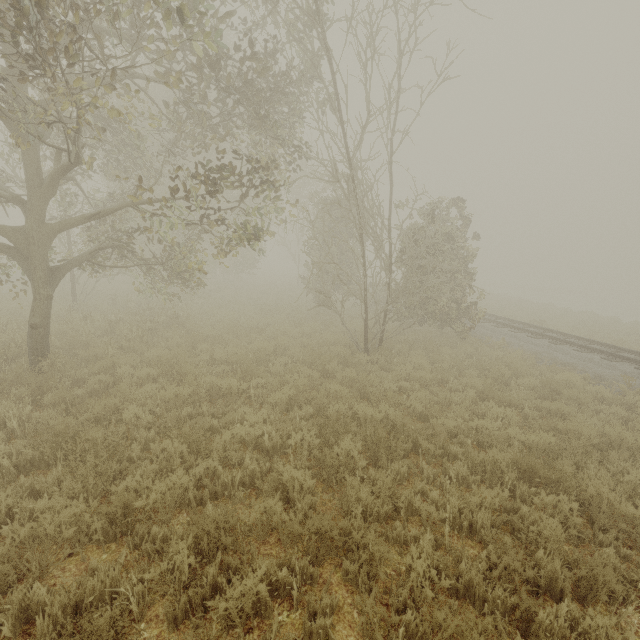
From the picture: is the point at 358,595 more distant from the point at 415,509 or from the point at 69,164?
the point at 69,164
